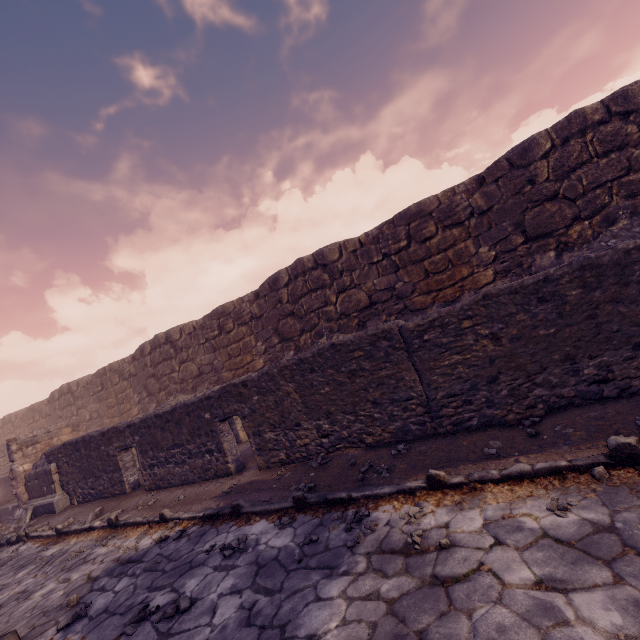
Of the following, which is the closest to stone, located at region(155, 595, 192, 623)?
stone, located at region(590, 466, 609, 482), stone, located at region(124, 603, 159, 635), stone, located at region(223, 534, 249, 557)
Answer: stone, located at region(124, 603, 159, 635)

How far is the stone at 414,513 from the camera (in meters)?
3.38

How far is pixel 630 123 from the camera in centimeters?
709cm

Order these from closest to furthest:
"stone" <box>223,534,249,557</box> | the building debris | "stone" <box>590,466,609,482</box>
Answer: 1. "stone" <box>590,466,609,482</box>
2. "stone" <box>223,534,249,557</box>
3. the building debris

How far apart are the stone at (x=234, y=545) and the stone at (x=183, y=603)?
0.6 meters

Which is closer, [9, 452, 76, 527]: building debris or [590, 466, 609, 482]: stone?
[590, 466, 609, 482]: stone

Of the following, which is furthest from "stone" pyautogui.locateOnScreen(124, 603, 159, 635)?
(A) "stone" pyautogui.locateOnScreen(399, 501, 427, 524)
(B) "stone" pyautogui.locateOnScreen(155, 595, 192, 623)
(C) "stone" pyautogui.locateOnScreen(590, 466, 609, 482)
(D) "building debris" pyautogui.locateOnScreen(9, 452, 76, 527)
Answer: (D) "building debris" pyautogui.locateOnScreen(9, 452, 76, 527)

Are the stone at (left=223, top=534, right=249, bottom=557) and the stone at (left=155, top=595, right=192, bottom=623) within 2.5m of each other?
yes
